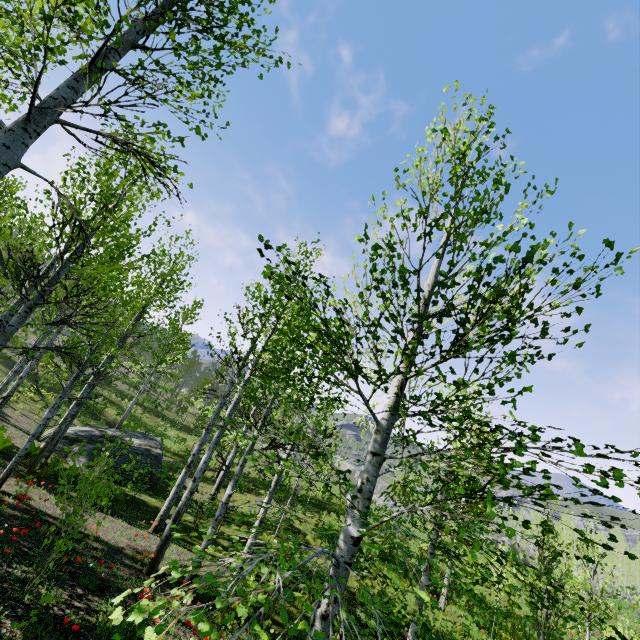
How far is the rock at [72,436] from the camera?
13.57m

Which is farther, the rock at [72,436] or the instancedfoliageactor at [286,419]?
the rock at [72,436]

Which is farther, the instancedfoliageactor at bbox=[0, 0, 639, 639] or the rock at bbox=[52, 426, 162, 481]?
the rock at bbox=[52, 426, 162, 481]

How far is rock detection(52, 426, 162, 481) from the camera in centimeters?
1357cm

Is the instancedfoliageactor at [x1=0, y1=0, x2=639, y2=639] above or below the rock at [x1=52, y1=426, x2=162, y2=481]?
above

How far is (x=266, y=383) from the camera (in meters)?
8.01
